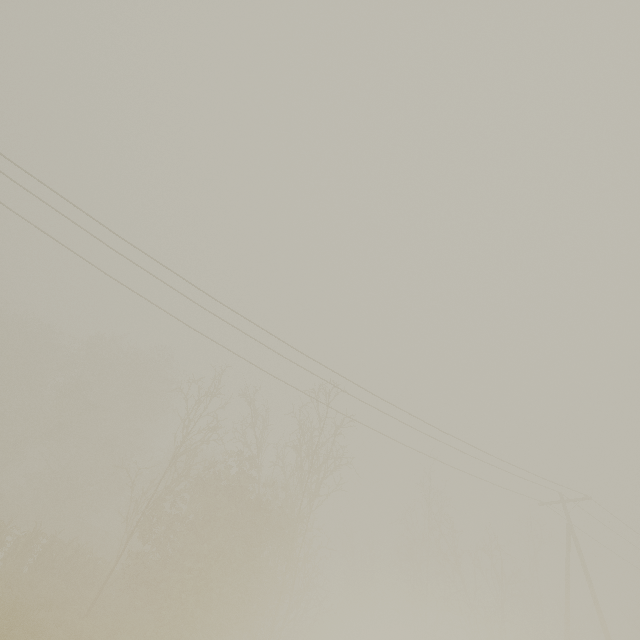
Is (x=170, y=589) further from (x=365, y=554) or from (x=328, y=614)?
(x=328, y=614)
